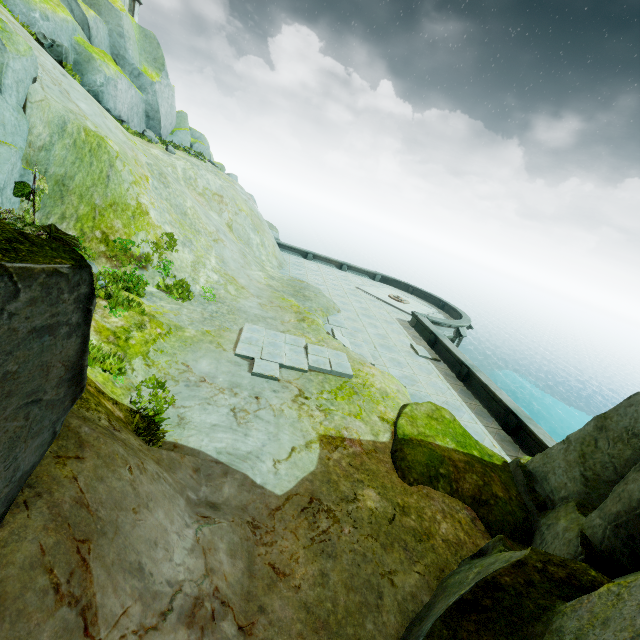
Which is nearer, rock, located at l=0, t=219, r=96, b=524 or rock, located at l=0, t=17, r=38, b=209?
rock, located at l=0, t=219, r=96, b=524

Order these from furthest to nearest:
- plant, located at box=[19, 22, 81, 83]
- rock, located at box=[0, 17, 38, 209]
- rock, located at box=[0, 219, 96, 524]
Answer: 1. plant, located at box=[19, 22, 81, 83]
2. rock, located at box=[0, 17, 38, 209]
3. rock, located at box=[0, 219, 96, 524]

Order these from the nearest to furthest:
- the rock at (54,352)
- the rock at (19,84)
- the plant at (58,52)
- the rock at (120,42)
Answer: the rock at (54,352)
the rock at (19,84)
the plant at (58,52)
the rock at (120,42)

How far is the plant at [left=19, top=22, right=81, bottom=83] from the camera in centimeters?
1461cm

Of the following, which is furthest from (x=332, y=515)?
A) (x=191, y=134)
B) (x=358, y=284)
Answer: (x=191, y=134)

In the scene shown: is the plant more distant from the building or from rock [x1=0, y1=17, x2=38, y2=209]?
the building

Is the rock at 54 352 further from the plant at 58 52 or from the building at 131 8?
the plant at 58 52
